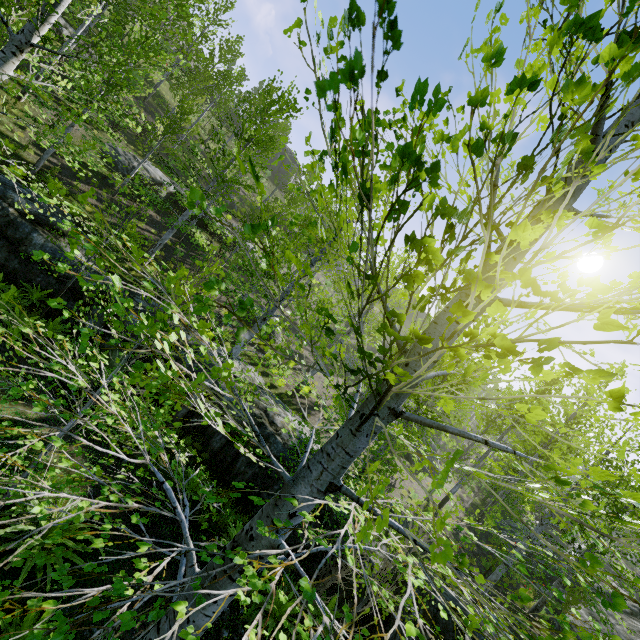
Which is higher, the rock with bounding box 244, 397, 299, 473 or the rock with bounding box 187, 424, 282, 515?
the rock with bounding box 244, 397, 299, 473

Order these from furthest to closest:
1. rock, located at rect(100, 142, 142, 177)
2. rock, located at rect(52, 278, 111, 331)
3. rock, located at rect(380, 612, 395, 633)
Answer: rock, located at rect(100, 142, 142, 177), rock, located at rect(52, 278, 111, 331), rock, located at rect(380, 612, 395, 633)

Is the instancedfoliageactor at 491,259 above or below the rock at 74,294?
above

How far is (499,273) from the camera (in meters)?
1.12

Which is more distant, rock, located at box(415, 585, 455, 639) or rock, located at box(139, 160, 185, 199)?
rock, located at box(139, 160, 185, 199)

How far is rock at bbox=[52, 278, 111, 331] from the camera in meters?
10.5

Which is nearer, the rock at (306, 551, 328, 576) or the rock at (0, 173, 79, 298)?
the rock at (306, 551, 328, 576)

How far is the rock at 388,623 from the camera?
6.7m
